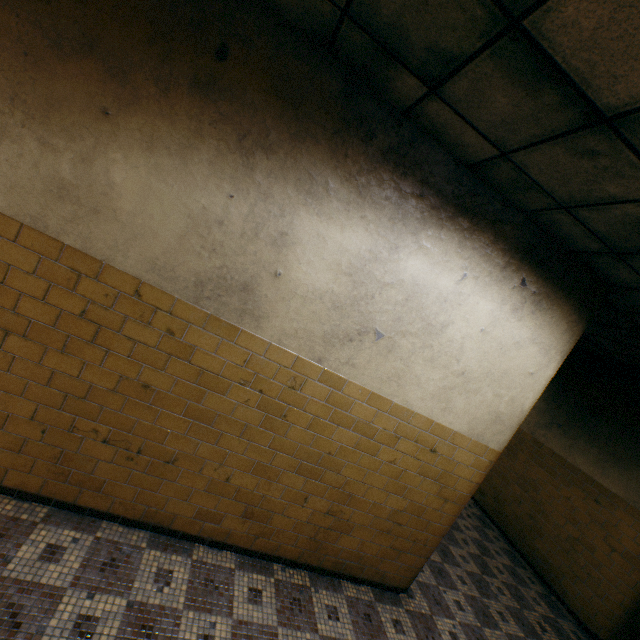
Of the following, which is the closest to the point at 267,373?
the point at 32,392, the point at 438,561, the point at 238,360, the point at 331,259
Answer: the point at 238,360
